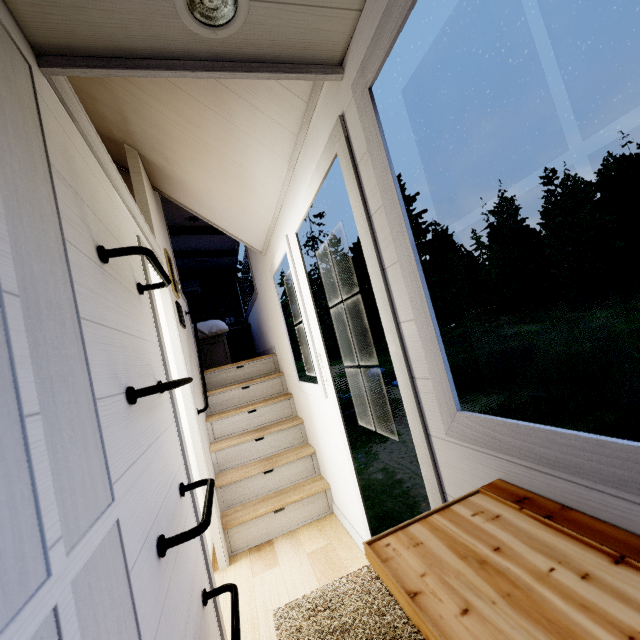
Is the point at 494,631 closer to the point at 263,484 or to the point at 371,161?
the point at 371,161

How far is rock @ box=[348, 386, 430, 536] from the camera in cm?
474

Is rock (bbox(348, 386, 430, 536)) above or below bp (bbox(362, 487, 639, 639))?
below

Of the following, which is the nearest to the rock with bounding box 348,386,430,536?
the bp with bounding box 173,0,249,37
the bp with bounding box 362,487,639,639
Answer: the bp with bounding box 362,487,639,639

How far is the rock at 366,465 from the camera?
4.7m

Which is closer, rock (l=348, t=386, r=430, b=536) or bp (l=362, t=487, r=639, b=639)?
bp (l=362, t=487, r=639, b=639)

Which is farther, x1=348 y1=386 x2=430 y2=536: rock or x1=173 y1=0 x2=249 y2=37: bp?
x1=348 y1=386 x2=430 y2=536: rock

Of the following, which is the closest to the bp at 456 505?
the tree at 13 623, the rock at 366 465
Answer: the tree at 13 623
